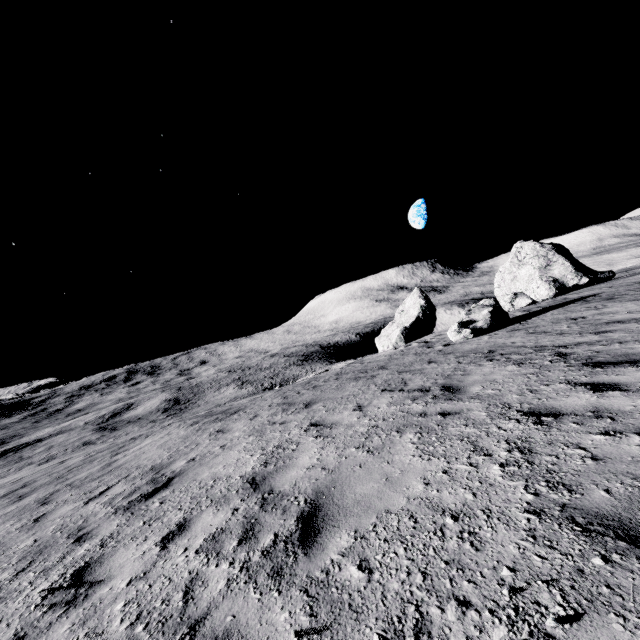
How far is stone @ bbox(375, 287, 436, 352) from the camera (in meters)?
31.83

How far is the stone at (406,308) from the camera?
31.8m

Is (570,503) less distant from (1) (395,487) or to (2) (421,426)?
(1) (395,487)
